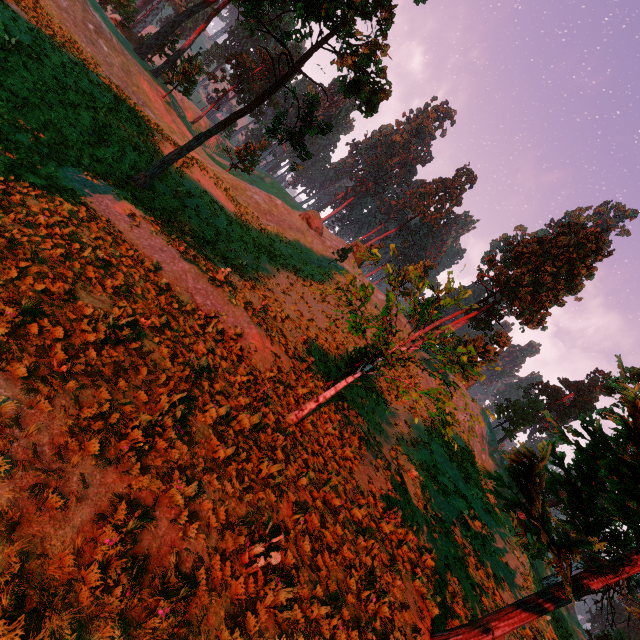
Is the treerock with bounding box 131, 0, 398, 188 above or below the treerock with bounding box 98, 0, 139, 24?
above

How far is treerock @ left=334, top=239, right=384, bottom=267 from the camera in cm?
1043

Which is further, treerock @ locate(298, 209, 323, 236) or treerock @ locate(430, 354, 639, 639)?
treerock @ locate(298, 209, 323, 236)

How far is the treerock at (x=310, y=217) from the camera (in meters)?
48.00

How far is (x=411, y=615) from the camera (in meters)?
8.27

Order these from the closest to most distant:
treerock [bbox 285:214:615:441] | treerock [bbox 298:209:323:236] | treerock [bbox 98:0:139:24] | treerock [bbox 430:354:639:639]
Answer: treerock [bbox 430:354:639:639]
treerock [bbox 285:214:615:441]
treerock [bbox 98:0:139:24]
treerock [bbox 298:209:323:236]

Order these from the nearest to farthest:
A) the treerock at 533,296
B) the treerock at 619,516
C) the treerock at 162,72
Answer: the treerock at 619,516 → the treerock at 533,296 → the treerock at 162,72
